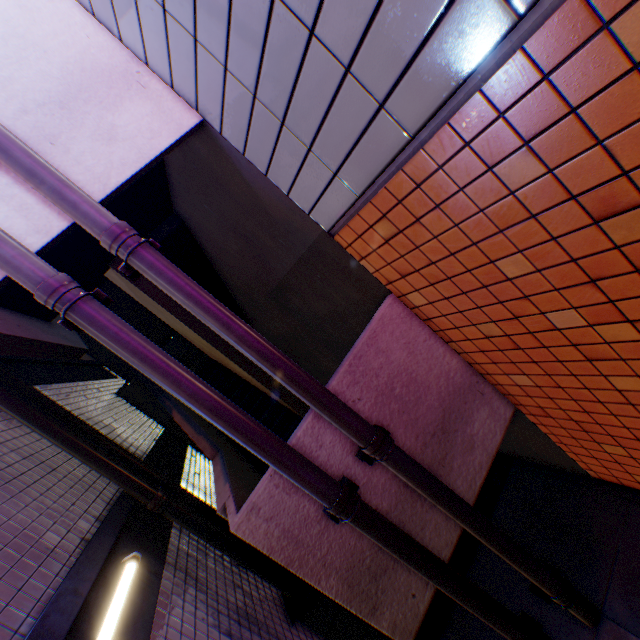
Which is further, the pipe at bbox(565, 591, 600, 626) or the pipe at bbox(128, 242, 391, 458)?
the pipe at bbox(565, 591, 600, 626)

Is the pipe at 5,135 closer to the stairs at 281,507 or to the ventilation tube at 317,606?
the stairs at 281,507

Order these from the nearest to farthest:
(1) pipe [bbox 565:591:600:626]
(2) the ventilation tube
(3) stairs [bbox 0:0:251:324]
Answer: (3) stairs [bbox 0:0:251:324] → (1) pipe [bbox 565:591:600:626] → (2) the ventilation tube

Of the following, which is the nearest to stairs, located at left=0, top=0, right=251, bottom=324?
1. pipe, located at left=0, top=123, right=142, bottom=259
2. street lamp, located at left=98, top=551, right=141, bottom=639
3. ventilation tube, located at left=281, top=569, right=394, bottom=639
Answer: pipe, located at left=0, top=123, right=142, bottom=259

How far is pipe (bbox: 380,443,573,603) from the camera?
2.8 meters

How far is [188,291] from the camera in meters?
2.4 m

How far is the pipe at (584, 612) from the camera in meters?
3.2

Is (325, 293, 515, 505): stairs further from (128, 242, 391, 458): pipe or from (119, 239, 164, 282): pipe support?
(119, 239, 164, 282): pipe support
